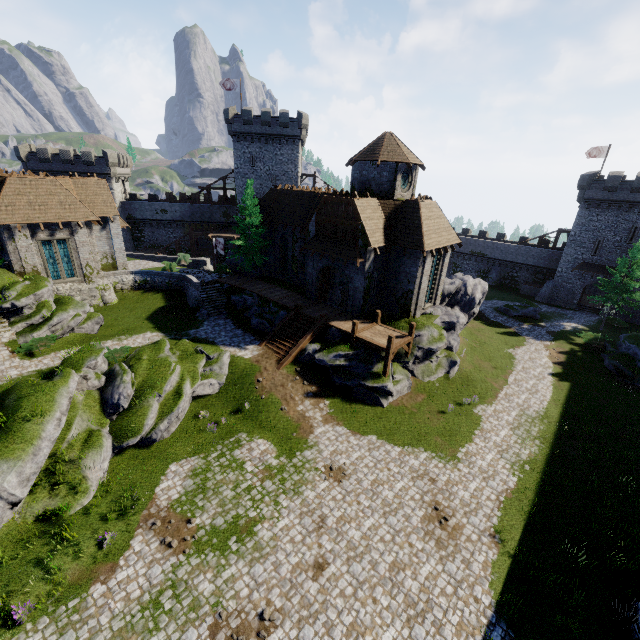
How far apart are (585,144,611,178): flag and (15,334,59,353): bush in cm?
6368

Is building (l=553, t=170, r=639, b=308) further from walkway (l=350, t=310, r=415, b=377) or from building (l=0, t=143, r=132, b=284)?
building (l=0, t=143, r=132, b=284)

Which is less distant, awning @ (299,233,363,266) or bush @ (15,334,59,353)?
bush @ (15,334,59,353)

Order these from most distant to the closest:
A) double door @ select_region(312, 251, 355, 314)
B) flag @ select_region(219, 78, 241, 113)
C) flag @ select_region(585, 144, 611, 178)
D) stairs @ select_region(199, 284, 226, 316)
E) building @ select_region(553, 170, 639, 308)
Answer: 1. flag @ select_region(219, 78, 241, 113)
2. flag @ select_region(585, 144, 611, 178)
3. building @ select_region(553, 170, 639, 308)
4. stairs @ select_region(199, 284, 226, 316)
5. double door @ select_region(312, 251, 355, 314)

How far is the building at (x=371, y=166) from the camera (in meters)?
24.48

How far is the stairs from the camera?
30.1m

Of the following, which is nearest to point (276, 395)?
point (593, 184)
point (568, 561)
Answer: point (568, 561)

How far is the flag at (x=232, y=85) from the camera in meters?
44.5
